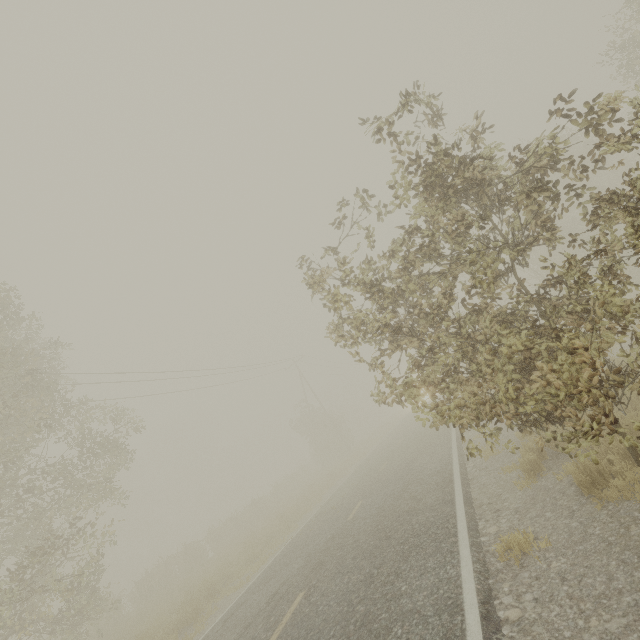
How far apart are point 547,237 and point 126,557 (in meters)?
60.19
